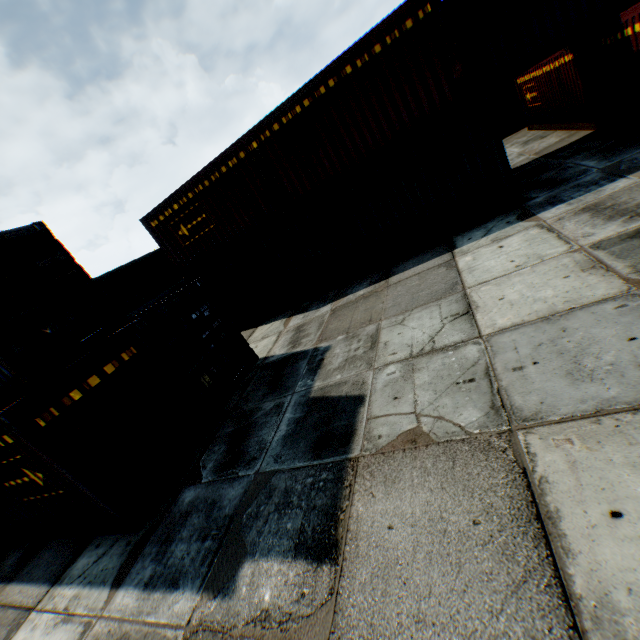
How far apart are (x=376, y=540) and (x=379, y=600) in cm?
53
